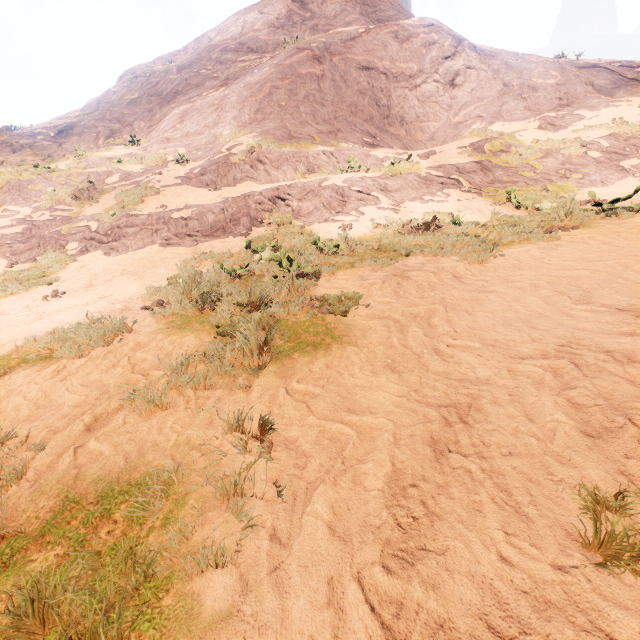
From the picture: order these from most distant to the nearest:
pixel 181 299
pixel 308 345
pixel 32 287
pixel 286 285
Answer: pixel 32 287
pixel 181 299
pixel 286 285
pixel 308 345
